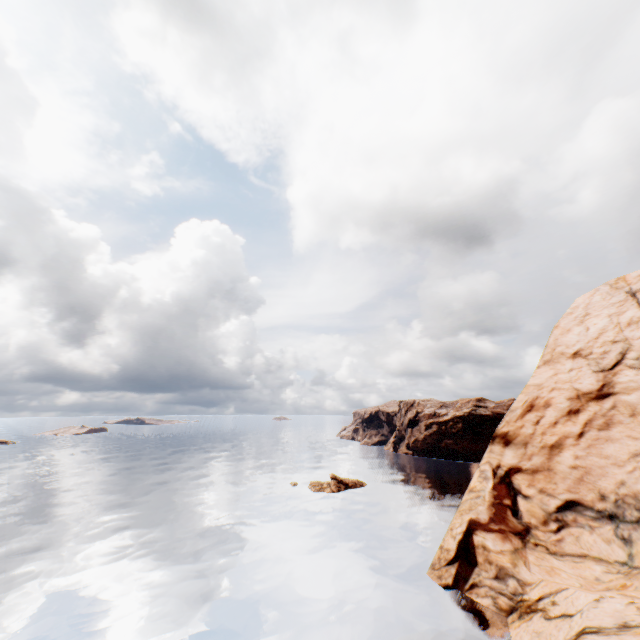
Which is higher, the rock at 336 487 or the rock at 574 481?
the rock at 574 481

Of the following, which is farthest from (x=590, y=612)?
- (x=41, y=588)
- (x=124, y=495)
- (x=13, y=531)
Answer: (x=124, y=495)

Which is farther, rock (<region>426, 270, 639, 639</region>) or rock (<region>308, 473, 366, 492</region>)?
rock (<region>308, 473, 366, 492</region>)

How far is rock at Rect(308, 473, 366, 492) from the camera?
52.9m

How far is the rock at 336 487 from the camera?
52.9 meters

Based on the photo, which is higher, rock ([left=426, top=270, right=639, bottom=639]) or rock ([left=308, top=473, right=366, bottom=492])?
rock ([left=426, top=270, right=639, bottom=639])
